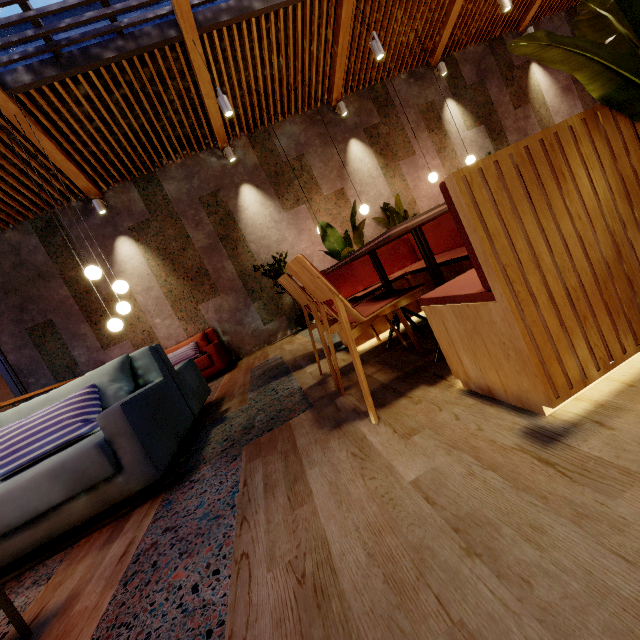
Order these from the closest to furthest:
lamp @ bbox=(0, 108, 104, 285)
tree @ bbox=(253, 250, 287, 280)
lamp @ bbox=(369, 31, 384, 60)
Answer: lamp @ bbox=(0, 108, 104, 285), lamp @ bbox=(369, 31, 384, 60), tree @ bbox=(253, 250, 287, 280)

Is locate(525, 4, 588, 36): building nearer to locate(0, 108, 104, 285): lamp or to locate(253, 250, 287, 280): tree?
locate(253, 250, 287, 280): tree

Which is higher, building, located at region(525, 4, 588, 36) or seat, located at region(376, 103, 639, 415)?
building, located at region(525, 4, 588, 36)

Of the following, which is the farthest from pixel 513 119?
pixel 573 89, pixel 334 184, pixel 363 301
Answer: pixel 363 301

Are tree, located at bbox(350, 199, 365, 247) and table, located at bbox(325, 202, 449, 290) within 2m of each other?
yes

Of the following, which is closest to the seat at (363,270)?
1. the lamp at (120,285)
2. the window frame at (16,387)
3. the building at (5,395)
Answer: the lamp at (120,285)

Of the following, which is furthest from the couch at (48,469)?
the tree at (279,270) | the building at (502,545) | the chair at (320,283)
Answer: the tree at (279,270)

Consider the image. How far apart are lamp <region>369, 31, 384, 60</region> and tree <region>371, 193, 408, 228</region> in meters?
2.4
